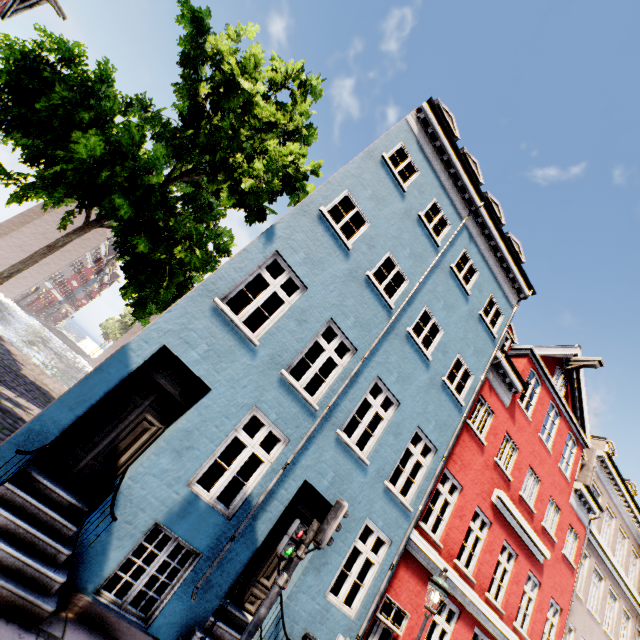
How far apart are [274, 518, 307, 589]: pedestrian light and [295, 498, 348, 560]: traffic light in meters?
0.1 m

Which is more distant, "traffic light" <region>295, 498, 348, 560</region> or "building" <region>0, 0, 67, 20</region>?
"building" <region>0, 0, 67, 20</region>

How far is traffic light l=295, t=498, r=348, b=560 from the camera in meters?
5.1 m

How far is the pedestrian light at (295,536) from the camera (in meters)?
4.94

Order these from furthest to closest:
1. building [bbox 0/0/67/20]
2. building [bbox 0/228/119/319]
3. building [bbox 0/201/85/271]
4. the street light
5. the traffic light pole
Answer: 1. building [bbox 0/228/119/319]
2. building [bbox 0/201/85/271]
3. building [bbox 0/0/67/20]
4. the street light
5. the traffic light pole

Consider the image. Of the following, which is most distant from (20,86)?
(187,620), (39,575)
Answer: (187,620)

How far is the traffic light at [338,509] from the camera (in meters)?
5.07

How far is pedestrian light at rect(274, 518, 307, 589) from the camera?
4.94m
